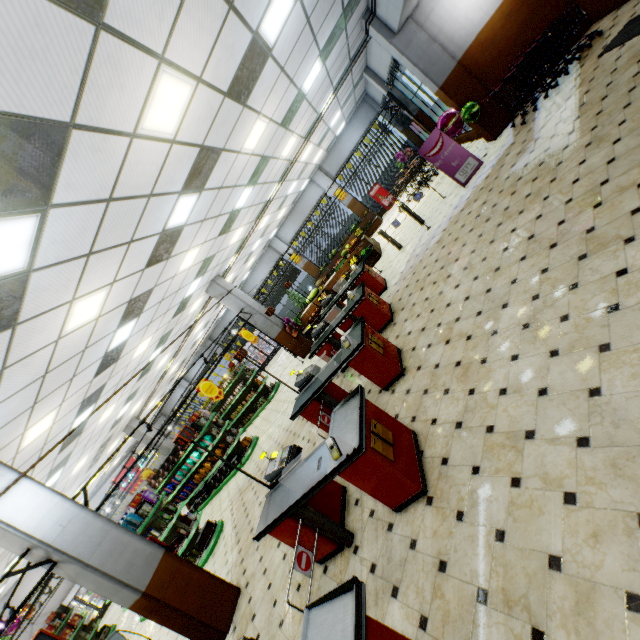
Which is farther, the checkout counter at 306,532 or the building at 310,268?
the building at 310,268

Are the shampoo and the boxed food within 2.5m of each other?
yes

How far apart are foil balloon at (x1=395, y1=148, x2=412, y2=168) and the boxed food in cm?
1904

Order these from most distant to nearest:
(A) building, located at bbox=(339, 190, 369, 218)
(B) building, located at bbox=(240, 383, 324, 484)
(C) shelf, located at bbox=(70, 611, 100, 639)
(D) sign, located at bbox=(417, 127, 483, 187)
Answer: (A) building, located at bbox=(339, 190, 369, 218), (C) shelf, located at bbox=(70, 611, 100, 639), (D) sign, located at bbox=(417, 127, 483, 187), (B) building, located at bbox=(240, 383, 324, 484)

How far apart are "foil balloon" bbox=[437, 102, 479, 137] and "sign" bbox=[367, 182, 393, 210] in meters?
9.9 m

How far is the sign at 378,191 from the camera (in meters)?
19.30

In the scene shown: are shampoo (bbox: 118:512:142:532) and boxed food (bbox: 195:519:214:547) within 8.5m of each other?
yes

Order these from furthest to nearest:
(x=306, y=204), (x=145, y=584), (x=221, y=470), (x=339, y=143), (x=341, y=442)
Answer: (x=306, y=204) < (x=339, y=143) < (x=221, y=470) < (x=145, y=584) < (x=341, y=442)
